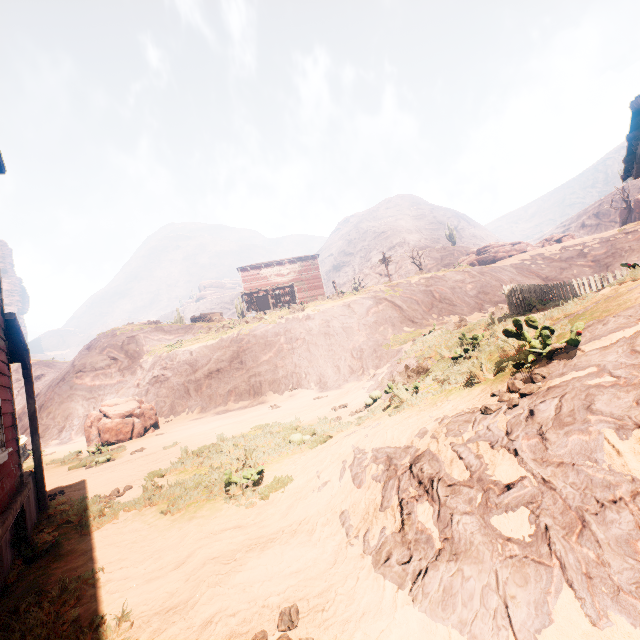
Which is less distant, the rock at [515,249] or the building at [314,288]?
the rock at [515,249]

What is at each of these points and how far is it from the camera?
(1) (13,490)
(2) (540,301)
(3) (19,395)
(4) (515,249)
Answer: (1) building, 4.9m
(2) fence, 10.1m
(3) z, 41.9m
(4) rock, 36.2m

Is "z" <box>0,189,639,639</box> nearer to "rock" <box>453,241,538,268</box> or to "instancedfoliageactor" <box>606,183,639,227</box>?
"rock" <box>453,241,538,268</box>

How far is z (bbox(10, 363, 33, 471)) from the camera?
15.2 meters

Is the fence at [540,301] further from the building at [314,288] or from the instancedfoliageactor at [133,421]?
the instancedfoliageactor at [133,421]

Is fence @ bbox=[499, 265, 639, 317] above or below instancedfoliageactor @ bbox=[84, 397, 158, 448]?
above

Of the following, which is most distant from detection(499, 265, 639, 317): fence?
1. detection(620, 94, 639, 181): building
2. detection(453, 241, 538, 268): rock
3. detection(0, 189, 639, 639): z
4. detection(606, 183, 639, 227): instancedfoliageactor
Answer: detection(453, 241, 538, 268): rock

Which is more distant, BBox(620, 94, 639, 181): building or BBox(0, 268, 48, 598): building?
BBox(620, 94, 639, 181): building
